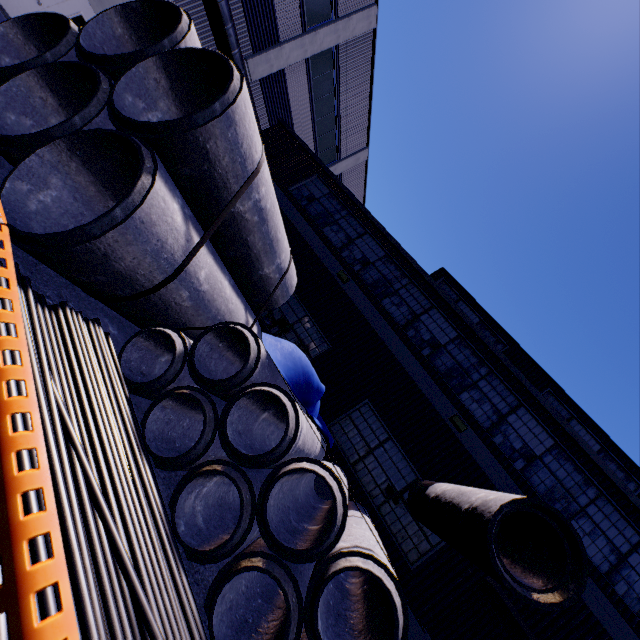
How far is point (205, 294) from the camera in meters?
5.7

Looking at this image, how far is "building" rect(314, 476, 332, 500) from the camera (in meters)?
8.67

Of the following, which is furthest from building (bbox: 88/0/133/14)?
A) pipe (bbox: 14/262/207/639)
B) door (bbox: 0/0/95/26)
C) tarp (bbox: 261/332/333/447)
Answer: pipe (bbox: 14/262/207/639)

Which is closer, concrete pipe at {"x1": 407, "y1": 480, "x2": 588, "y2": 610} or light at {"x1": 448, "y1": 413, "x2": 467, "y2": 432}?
concrete pipe at {"x1": 407, "y1": 480, "x2": 588, "y2": 610}

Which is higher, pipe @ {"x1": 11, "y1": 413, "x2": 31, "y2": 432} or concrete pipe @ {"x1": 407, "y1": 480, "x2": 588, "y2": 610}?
concrete pipe @ {"x1": 407, "y1": 480, "x2": 588, "y2": 610}

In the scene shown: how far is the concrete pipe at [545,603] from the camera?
3.5m

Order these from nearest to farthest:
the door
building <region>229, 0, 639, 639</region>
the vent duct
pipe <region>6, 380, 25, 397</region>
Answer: → pipe <region>6, 380, 25, 397</region>, building <region>229, 0, 639, 639</region>, the door, the vent duct

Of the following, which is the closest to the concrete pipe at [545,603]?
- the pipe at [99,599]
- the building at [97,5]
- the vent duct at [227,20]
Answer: the building at [97,5]
